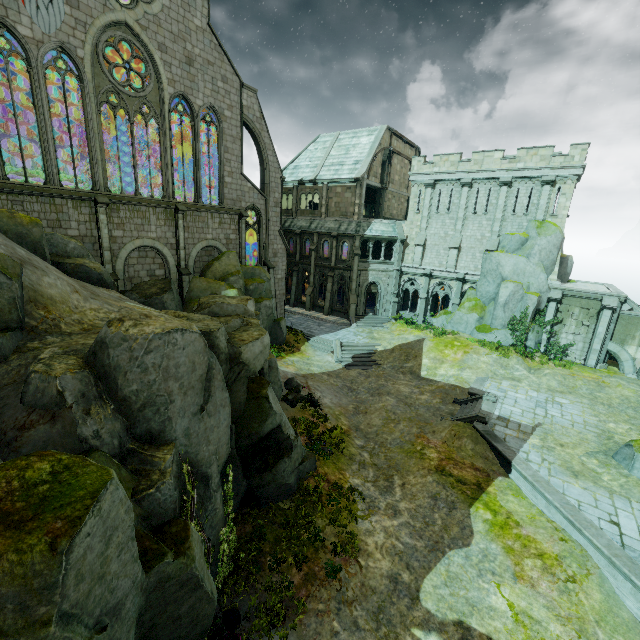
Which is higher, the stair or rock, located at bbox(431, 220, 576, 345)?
rock, located at bbox(431, 220, 576, 345)

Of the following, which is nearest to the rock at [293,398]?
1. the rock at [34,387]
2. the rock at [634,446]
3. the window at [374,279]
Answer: the rock at [34,387]

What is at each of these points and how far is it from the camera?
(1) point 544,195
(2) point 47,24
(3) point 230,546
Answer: (1) stone column, 26.3m
(2) flag, 15.7m
(3) plant, 10.2m

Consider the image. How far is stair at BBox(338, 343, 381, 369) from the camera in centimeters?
2588cm

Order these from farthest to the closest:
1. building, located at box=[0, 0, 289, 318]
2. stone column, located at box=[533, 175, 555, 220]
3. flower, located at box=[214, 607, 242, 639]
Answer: stone column, located at box=[533, 175, 555, 220]
building, located at box=[0, 0, 289, 318]
flower, located at box=[214, 607, 242, 639]

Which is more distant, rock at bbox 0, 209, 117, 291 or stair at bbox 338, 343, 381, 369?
stair at bbox 338, 343, 381, 369

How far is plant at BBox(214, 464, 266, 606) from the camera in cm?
962

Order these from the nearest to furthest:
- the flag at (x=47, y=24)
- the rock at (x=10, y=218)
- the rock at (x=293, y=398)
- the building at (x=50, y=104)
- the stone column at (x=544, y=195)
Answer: Answer: the rock at (x=10, y=218), the flag at (x=47, y=24), the building at (x=50, y=104), the rock at (x=293, y=398), the stone column at (x=544, y=195)
